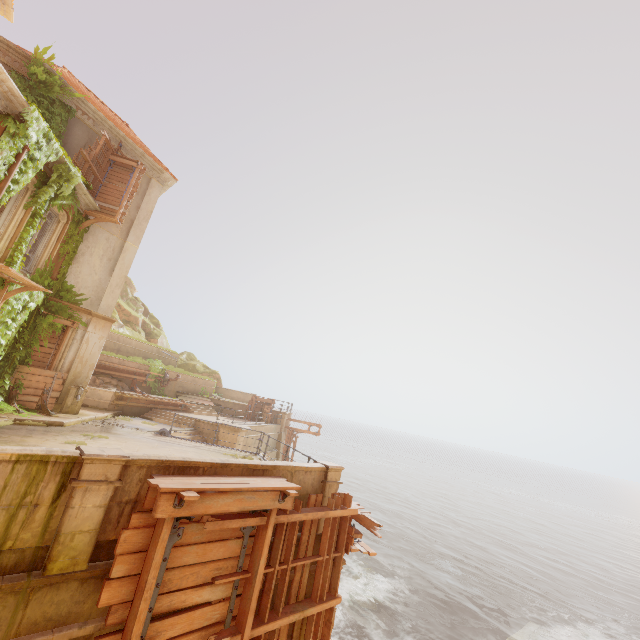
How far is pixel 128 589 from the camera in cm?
469

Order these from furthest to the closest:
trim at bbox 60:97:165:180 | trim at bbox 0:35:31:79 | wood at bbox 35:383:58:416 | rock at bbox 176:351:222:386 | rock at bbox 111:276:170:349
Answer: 1. rock at bbox 176:351:222:386
2. rock at bbox 111:276:170:349
3. trim at bbox 60:97:165:180
4. wood at bbox 35:383:58:416
5. trim at bbox 0:35:31:79

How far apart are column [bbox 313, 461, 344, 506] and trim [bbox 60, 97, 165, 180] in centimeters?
1674cm

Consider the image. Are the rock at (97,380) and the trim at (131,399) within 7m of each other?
yes

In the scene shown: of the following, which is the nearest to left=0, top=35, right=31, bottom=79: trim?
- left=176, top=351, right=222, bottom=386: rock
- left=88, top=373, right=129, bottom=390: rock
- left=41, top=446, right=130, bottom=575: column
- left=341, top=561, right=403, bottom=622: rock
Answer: left=88, top=373, right=129, bottom=390: rock

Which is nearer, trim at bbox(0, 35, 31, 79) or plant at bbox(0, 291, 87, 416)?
plant at bbox(0, 291, 87, 416)

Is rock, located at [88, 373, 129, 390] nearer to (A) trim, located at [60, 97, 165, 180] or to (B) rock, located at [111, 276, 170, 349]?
(B) rock, located at [111, 276, 170, 349]

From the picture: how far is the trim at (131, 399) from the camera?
18.0m
